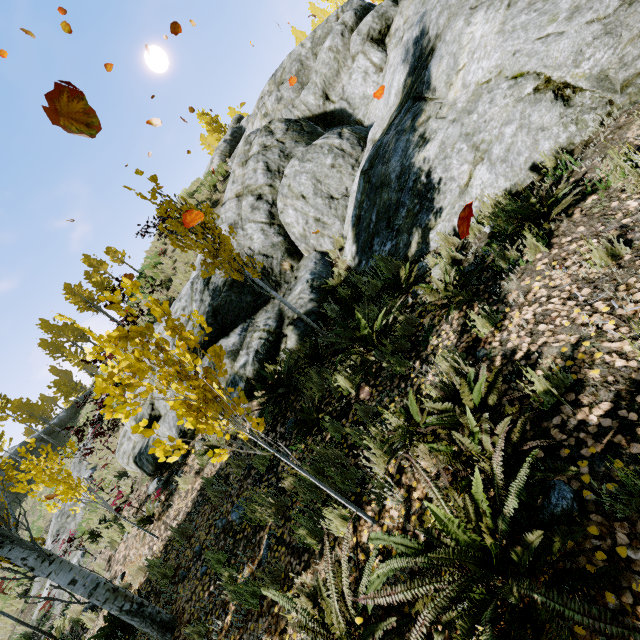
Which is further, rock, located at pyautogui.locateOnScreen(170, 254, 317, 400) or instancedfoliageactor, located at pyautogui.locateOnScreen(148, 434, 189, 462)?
rock, located at pyautogui.locateOnScreen(170, 254, 317, 400)

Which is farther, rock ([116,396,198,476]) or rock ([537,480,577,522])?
rock ([116,396,198,476])

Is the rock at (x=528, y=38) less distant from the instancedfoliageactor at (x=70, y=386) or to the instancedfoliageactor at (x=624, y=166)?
the instancedfoliageactor at (x=624, y=166)

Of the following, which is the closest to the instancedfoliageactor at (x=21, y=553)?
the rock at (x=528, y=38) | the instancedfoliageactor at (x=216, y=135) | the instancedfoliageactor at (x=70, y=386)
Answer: the rock at (x=528, y=38)

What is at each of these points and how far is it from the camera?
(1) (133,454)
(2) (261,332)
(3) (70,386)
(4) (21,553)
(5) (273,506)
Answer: (1) rock, 8.8m
(2) rock, 7.6m
(3) instancedfoliageactor, 54.4m
(4) instancedfoliageactor, 4.0m
(5) instancedfoliageactor, 4.2m

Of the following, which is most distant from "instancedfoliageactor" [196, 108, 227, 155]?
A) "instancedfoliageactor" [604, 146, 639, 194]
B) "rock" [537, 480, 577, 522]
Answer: "rock" [537, 480, 577, 522]

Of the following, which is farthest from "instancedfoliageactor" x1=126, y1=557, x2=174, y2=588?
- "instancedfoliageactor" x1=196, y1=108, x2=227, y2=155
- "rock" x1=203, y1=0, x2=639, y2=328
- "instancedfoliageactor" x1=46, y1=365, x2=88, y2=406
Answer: "instancedfoliageactor" x1=46, y1=365, x2=88, y2=406

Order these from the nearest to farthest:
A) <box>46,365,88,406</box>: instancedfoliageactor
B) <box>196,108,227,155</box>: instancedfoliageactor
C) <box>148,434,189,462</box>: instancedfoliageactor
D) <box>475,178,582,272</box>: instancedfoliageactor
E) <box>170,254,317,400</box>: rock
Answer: <box>148,434,189,462</box>: instancedfoliageactor
<box>475,178,582,272</box>: instancedfoliageactor
<box>170,254,317,400</box>: rock
<box>46,365,88,406</box>: instancedfoliageactor
<box>196,108,227,155</box>: instancedfoliageactor
